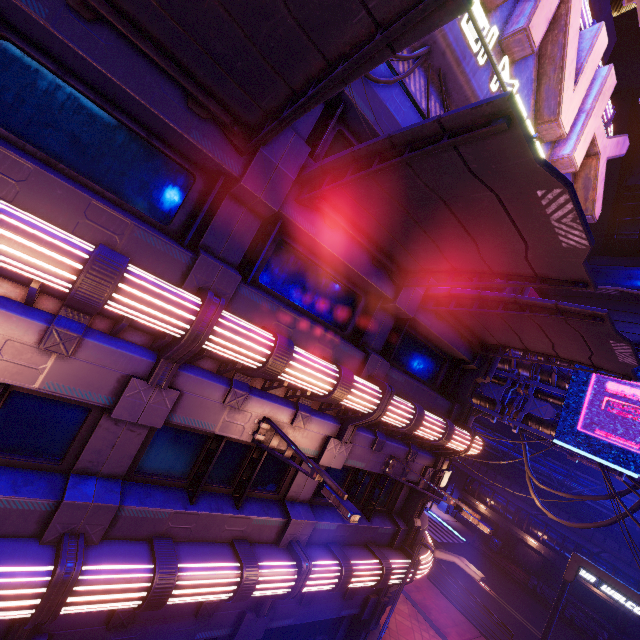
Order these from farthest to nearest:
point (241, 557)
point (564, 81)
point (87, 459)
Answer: point (564, 81), point (241, 557), point (87, 459)

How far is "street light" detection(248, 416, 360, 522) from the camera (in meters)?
4.74

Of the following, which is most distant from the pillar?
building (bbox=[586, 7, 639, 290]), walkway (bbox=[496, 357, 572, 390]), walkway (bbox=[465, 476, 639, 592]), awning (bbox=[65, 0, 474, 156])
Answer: walkway (bbox=[465, 476, 639, 592])

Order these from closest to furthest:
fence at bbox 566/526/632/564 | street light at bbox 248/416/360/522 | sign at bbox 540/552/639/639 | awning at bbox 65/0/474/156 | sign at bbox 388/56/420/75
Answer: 1. awning at bbox 65/0/474/156
2. street light at bbox 248/416/360/522
3. sign at bbox 388/56/420/75
4. sign at bbox 540/552/639/639
5. fence at bbox 566/526/632/564

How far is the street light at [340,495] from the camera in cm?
474

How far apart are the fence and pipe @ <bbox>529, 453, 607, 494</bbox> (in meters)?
0.03

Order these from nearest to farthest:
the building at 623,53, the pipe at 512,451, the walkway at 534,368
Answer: the walkway at 534,368 → the pipe at 512,451 → the building at 623,53

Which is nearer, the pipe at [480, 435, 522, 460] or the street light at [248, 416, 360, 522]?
the street light at [248, 416, 360, 522]
